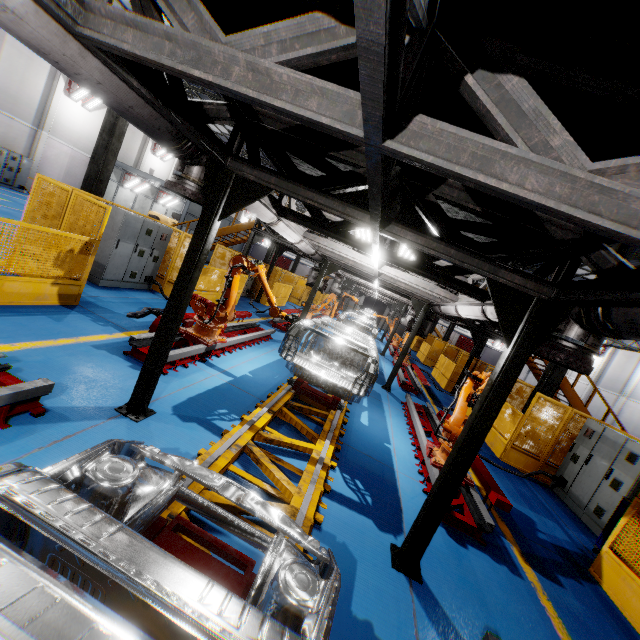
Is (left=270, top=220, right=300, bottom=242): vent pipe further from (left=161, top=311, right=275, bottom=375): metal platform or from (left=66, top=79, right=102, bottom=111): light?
(left=66, top=79, right=102, bottom=111): light

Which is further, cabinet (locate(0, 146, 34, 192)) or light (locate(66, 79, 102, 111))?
light (locate(66, 79, 102, 111))

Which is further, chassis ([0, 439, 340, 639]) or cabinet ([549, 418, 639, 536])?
cabinet ([549, 418, 639, 536])

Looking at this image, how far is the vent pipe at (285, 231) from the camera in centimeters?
664cm

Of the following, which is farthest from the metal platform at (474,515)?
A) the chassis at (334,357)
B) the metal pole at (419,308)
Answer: the chassis at (334,357)

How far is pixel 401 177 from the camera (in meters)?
3.47

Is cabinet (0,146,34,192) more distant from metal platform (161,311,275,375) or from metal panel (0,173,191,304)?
metal platform (161,311,275,375)

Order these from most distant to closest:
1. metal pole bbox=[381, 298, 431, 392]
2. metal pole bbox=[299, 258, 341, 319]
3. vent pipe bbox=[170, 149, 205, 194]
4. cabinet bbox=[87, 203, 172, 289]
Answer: metal pole bbox=[299, 258, 341, 319] → metal pole bbox=[381, 298, 431, 392] → cabinet bbox=[87, 203, 172, 289] → vent pipe bbox=[170, 149, 205, 194]
